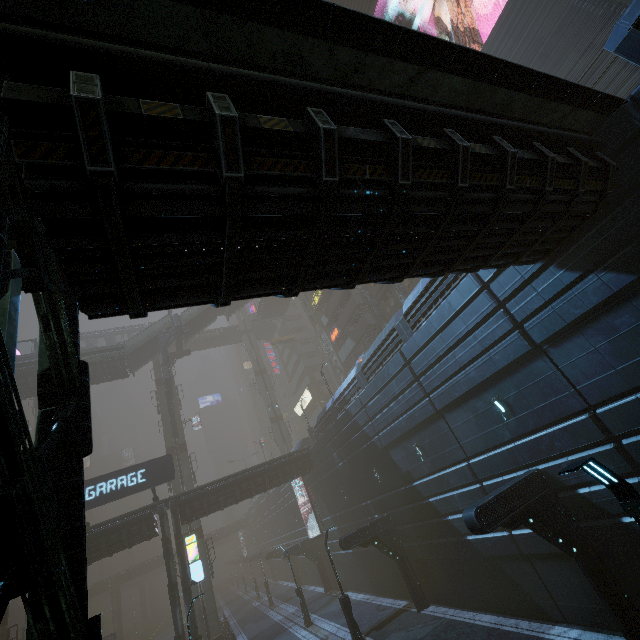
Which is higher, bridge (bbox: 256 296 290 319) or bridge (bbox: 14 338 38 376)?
bridge (bbox: 256 296 290 319)

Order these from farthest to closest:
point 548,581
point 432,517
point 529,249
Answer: point 432,517
point 548,581
point 529,249

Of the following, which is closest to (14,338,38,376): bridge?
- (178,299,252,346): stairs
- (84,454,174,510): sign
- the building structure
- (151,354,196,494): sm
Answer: (178,299,252,346): stairs

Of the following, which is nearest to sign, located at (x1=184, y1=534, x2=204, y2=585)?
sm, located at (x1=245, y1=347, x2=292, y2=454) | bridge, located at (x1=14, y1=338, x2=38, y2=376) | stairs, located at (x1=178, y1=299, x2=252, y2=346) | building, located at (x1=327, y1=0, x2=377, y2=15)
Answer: building, located at (x1=327, y1=0, x2=377, y2=15)

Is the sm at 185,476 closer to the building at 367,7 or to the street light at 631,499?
the building at 367,7

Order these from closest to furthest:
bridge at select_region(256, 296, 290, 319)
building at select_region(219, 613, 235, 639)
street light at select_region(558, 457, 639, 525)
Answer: street light at select_region(558, 457, 639, 525)
building at select_region(219, 613, 235, 639)
bridge at select_region(256, 296, 290, 319)

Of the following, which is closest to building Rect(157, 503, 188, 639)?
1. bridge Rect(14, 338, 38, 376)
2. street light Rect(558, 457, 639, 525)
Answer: bridge Rect(14, 338, 38, 376)

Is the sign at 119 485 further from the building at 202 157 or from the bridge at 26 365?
the bridge at 26 365
